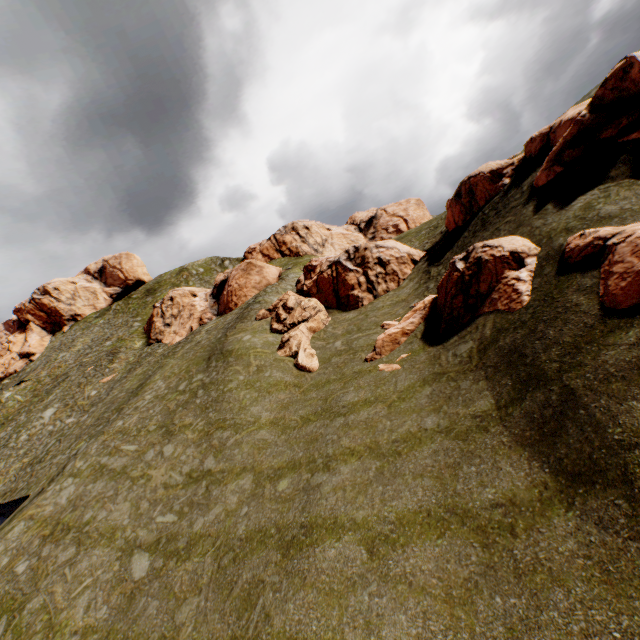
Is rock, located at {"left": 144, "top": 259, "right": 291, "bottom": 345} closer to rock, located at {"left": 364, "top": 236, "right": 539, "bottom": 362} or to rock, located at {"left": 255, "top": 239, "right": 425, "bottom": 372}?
rock, located at {"left": 255, "top": 239, "right": 425, "bottom": 372}

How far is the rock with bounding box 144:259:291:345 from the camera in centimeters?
3881cm

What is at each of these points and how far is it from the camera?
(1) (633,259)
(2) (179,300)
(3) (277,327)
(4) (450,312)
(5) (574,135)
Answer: (1) rock, 9.3m
(2) rock, 46.6m
(3) rock, 27.3m
(4) rock, 16.1m
(5) rock, 16.1m

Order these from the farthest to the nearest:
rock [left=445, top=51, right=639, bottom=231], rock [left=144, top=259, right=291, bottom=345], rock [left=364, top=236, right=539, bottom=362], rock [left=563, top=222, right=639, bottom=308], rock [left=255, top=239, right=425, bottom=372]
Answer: rock [left=144, top=259, right=291, bottom=345] < rock [left=255, top=239, right=425, bottom=372] < rock [left=445, top=51, right=639, bottom=231] < rock [left=364, top=236, right=539, bottom=362] < rock [left=563, top=222, right=639, bottom=308]

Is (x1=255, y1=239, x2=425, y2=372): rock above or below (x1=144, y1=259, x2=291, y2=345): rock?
below

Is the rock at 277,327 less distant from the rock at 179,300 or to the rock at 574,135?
the rock at 574,135

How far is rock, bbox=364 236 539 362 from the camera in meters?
13.7 m
